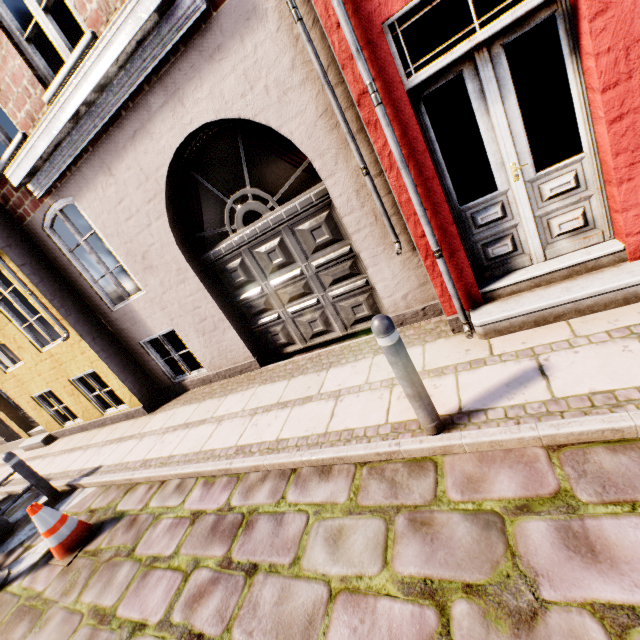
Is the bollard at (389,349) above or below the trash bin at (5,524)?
above

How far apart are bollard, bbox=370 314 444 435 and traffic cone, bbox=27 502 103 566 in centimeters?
425cm

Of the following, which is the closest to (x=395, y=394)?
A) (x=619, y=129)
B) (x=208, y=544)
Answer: (x=208, y=544)

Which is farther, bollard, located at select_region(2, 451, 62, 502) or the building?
bollard, located at select_region(2, 451, 62, 502)

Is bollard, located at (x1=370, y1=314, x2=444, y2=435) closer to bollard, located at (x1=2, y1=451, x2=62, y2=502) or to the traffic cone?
the traffic cone

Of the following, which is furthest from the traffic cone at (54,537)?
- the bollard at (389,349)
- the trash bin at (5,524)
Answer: the bollard at (389,349)

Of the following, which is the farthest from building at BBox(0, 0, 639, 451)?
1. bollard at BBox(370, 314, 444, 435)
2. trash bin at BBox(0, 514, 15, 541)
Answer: trash bin at BBox(0, 514, 15, 541)

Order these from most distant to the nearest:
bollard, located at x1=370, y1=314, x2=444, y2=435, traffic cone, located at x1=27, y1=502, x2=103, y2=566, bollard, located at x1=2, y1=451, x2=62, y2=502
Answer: bollard, located at x1=2, y1=451, x2=62, y2=502 < traffic cone, located at x1=27, y1=502, x2=103, y2=566 < bollard, located at x1=370, y1=314, x2=444, y2=435
